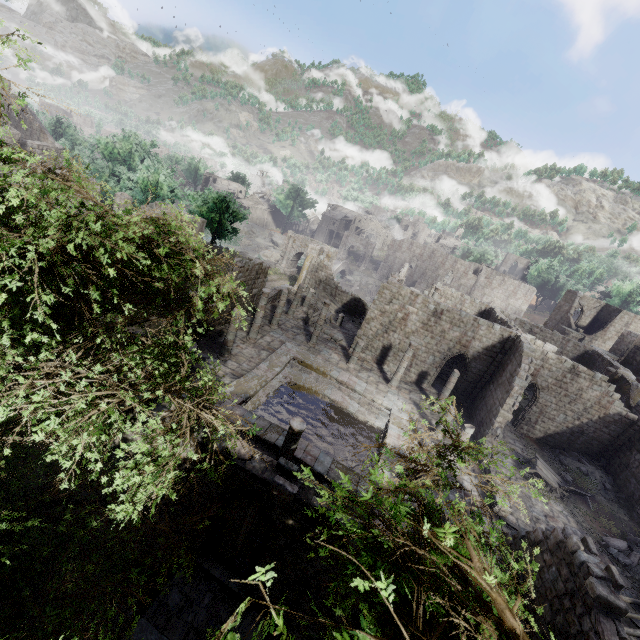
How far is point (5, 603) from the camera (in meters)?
4.46

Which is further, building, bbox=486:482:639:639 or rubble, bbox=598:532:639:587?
rubble, bbox=598:532:639:587

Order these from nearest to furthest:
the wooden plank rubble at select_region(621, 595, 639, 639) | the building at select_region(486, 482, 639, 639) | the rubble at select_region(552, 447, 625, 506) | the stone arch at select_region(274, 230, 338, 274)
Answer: the building at select_region(486, 482, 639, 639) → the wooden plank rubble at select_region(621, 595, 639, 639) → the rubble at select_region(552, 447, 625, 506) → the stone arch at select_region(274, 230, 338, 274)

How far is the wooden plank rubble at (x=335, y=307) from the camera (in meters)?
34.87

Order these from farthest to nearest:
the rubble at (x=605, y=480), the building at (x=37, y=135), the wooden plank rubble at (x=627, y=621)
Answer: the building at (x=37, y=135) < the rubble at (x=605, y=480) < the wooden plank rubble at (x=627, y=621)

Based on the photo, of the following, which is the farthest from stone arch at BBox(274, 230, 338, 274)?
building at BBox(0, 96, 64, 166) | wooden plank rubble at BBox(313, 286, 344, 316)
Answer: wooden plank rubble at BBox(313, 286, 344, 316)

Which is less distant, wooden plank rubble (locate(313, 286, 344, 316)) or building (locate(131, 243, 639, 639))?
building (locate(131, 243, 639, 639))

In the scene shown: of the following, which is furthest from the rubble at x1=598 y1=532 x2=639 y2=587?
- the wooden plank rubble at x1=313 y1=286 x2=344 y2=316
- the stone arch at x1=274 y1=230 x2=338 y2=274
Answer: the stone arch at x1=274 y1=230 x2=338 y2=274
